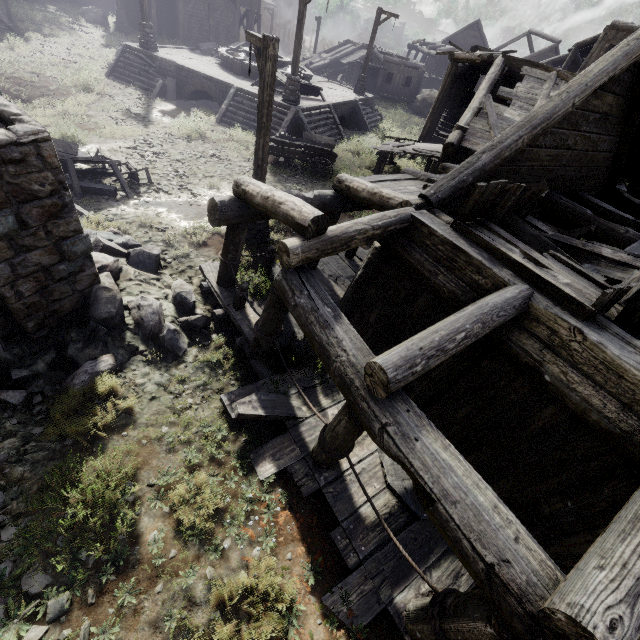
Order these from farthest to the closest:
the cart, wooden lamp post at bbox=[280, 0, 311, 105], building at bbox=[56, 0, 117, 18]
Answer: building at bbox=[56, 0, 117, 18] < wooden lamp post at bbox=[280, 0, 311, 105] < the cart

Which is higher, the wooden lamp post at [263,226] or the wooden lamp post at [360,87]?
the wooden lamp post at [360,87]

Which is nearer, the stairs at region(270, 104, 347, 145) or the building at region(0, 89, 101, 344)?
the building at region(0, 89, 101, 344)

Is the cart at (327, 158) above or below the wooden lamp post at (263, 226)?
above

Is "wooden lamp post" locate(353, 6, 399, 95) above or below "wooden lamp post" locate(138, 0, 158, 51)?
above

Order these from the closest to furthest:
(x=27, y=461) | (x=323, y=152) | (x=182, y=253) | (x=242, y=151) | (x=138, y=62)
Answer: (x=27, y=461) < (x=182, y=253) < (x=323, y=152) < (x=242, y=151) < (x=138, y=62)

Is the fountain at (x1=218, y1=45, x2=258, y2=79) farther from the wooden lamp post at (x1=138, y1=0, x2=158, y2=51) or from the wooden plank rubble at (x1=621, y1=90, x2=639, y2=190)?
the wooden plank rubble at (x1=621, y1=90, x2=639, y2=190)

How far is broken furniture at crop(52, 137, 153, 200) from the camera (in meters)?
9.21
